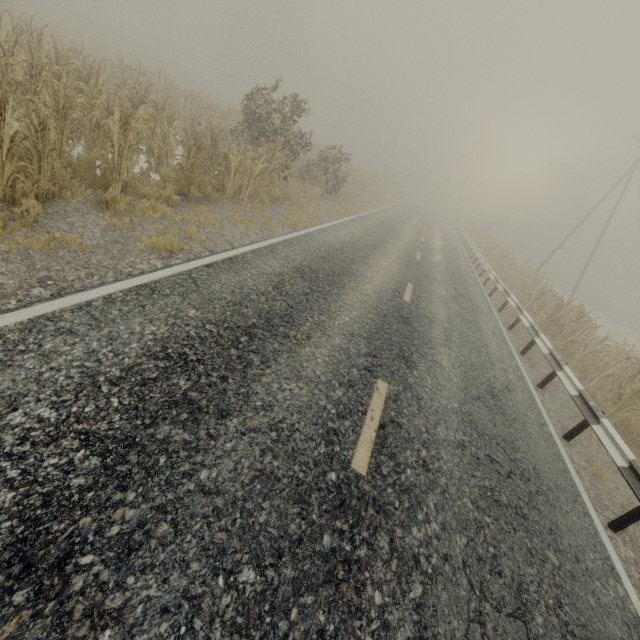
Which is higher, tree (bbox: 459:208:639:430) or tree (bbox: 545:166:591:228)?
tree (bbox: 545:166:591:228)

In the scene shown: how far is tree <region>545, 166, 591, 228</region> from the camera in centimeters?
5756cm

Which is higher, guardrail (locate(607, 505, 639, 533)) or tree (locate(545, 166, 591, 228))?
tree (locate(545, 166, 591, 228))

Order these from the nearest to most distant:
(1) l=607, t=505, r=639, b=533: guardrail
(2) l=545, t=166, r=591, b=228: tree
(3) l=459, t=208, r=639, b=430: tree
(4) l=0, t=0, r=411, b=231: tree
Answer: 1. (1) l=607, t=505, r=639, b=533: guardrail
2. (4) l=0, t=0, r=411, b=231: tree
3. (3) l=459, t=208, r=639, b=430: tree
4. (2) l=545, t=166, r=591, b=228: tree

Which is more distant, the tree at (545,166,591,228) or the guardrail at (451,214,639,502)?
the tree at (545,166,591,228)

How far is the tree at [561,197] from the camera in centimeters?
5756cm

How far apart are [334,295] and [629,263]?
70.6 meters

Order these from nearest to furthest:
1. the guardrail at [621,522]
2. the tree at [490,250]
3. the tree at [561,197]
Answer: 1. the guardrail at [621,522]
2. the tree at [490,250]
3. the tree at [561,197]
